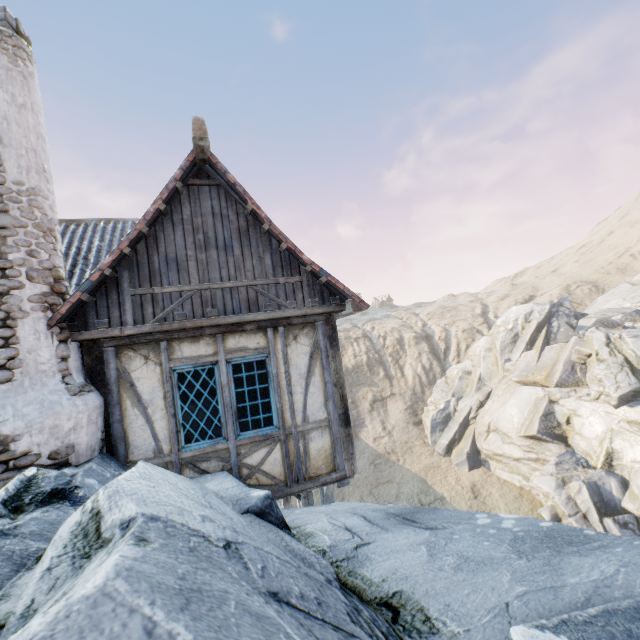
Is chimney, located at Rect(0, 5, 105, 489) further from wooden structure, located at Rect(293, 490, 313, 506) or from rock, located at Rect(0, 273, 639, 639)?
wooden structure, located at Rect(293, 490, 313, 506)

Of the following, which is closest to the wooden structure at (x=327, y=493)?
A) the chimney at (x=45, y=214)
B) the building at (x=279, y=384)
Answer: the building at (x=279, y=384)

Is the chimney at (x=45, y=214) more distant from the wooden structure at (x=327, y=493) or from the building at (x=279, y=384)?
the wooden structure at (x=327, y=493)

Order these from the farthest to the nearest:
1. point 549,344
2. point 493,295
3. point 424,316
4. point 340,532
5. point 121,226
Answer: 1. point 493,295
2. point 424,316
3. point 549,344
4. point 121,226
5. point 340,532

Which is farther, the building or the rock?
the building

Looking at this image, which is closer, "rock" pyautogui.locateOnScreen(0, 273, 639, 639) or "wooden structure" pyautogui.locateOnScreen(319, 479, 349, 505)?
"rock" pyautogui.locateOnScreen(0, 273, 639, 639)

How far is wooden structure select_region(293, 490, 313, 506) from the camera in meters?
6.9 m
